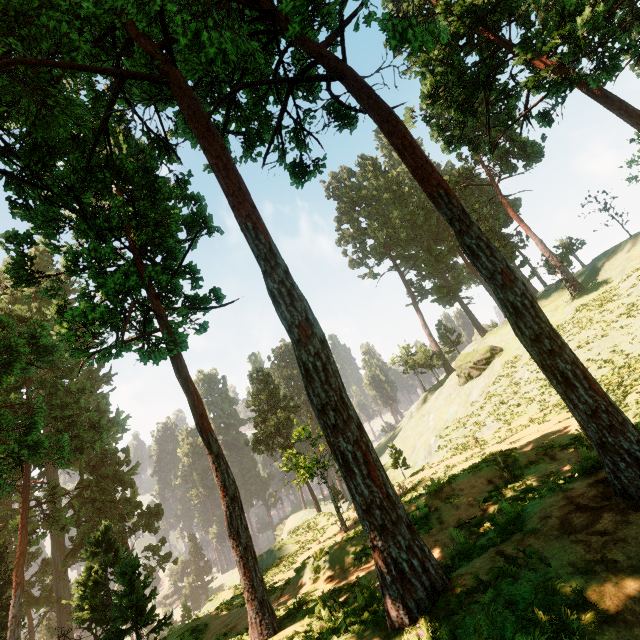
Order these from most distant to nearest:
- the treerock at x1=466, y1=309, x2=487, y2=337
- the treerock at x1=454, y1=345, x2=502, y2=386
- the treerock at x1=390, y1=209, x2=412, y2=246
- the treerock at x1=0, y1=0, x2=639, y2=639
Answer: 1. the treerock at x1=466, y1=309, x2=487, y2=337
2. the treerock at x1=390, y1=209, x2=412, y2=246
3. the treerock at x1=454, y1=345, x2=502, y2=386
4. the treerock at x1=0, y1=0, x2=639, y2=639

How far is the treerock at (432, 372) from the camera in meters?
54.2

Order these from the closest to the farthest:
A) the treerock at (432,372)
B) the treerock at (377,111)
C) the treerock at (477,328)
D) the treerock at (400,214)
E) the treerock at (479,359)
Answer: the treerock at (377,111), the treerock at (479,359), the treerock at (432,372), the treerock at (400,214), the treerock at (477,328)

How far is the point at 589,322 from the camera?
25.9m

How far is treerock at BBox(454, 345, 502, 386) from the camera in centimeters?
3747cm
